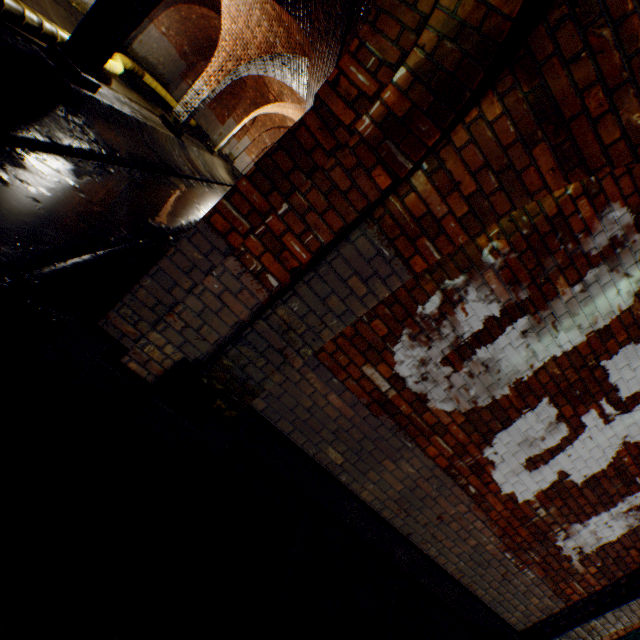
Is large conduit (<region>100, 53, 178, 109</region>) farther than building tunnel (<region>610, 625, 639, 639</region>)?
Yes

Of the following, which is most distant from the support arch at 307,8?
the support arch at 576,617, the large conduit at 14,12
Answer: the support arch at 576,617

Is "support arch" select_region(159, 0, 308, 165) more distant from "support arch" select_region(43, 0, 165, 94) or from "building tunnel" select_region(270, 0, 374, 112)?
"support arch" select_region(43, 0, 165, 94)

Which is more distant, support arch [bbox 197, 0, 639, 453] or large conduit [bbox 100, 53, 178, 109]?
large conduit [bbox 100, 53, 178, 109]

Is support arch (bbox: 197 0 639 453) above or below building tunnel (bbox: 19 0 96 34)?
above

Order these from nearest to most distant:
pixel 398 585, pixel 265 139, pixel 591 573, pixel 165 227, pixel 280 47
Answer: pixel 398 585
pixel 591 573
pixel 165 227
pixel 280 47
pixel 265 139

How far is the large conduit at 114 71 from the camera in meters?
9.1

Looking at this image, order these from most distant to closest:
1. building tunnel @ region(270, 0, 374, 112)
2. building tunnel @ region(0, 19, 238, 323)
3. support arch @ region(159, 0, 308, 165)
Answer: support arch @ region(159, 0, 308, 165) → building tunnel @ region(270, 0, 374, 112) → building tunnel @ region(0, 19, 238, 323)
